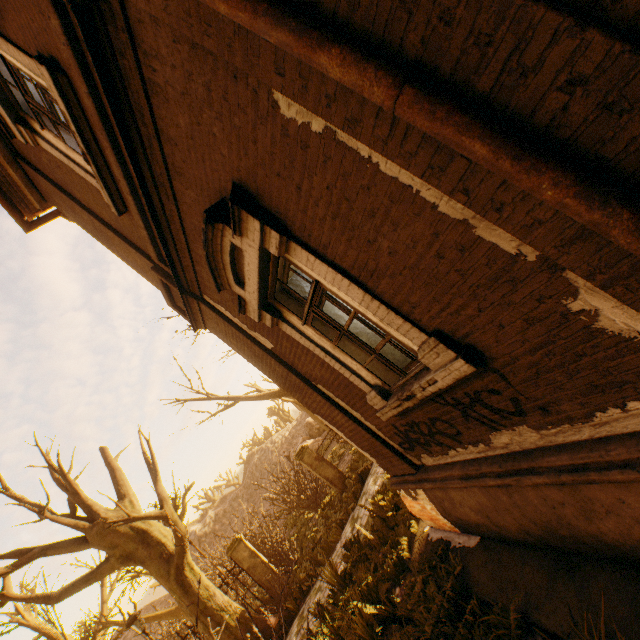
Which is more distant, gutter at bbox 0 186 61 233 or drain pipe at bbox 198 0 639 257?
gutter at bbox 0 186 61 233

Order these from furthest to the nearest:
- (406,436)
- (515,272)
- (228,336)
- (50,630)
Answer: A:
1. (50,630)
2. (228,336)
3. (406,436)
4. (515,272)

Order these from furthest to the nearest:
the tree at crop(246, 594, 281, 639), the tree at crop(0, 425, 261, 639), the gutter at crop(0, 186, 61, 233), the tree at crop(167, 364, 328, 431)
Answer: the tree at crop(167, 364, 328, 431), the tree at crop(0, 425, 261, 639), the tree at crop(246, 594, 281, 639), the gutter at crop(0, 186, 61, 233)

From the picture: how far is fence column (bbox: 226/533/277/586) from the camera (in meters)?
11.11

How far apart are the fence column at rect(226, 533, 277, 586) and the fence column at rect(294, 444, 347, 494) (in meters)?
3.17

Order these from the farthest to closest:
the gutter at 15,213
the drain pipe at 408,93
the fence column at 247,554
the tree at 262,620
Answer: the fence column at 247,554 → the tree at 262,620 → the gutter at 15,213 → the drain pipe at 408,93

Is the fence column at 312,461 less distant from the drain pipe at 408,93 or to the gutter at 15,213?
the gutter at 15,213

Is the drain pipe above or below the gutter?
below
